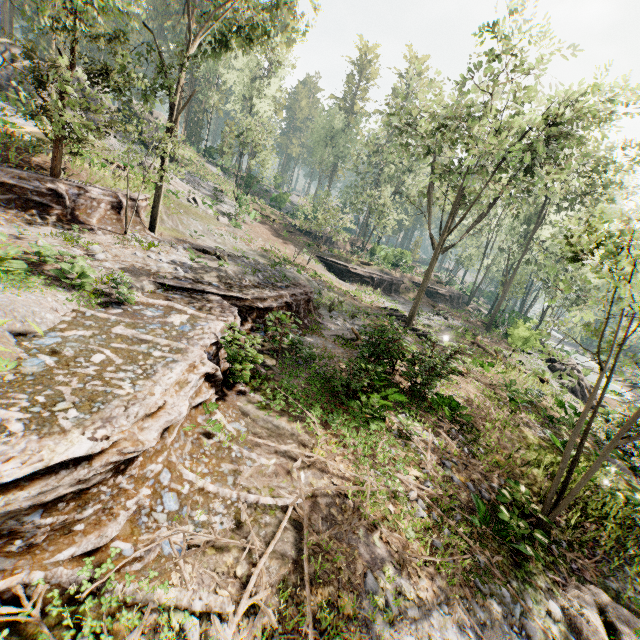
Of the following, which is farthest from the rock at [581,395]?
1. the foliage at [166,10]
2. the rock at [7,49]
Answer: the rock at [7,49]

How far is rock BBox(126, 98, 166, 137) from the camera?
35.8m

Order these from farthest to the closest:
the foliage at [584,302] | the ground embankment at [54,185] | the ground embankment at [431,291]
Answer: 1. the ground embankment at [431,291]
2. the ground embankment at [54,185]
3. the foliage at [584,302]

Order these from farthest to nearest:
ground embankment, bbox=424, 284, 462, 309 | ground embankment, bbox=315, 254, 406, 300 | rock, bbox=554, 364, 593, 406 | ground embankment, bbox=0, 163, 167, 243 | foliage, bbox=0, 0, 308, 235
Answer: ground embankment, bbox=424, 284, 462, 309, ground embankment, bbox=315, 254, 406, 300, rock, bbox=554, 364, 593, 406, ground embankment, bbox=0, 163, 167, 243, foliage, bbox=0, 0, 308, 235

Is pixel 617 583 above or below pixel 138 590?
below

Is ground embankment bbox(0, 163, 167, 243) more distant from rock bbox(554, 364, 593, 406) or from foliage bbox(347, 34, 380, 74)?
rock bbox(554, 364, 593, 406)

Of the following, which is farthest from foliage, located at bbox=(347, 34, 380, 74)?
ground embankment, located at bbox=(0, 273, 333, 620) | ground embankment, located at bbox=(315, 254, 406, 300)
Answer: ground embankment, located at bbox=(315, 254, 406, 300)

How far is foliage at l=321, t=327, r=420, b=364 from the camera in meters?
11.8 m
